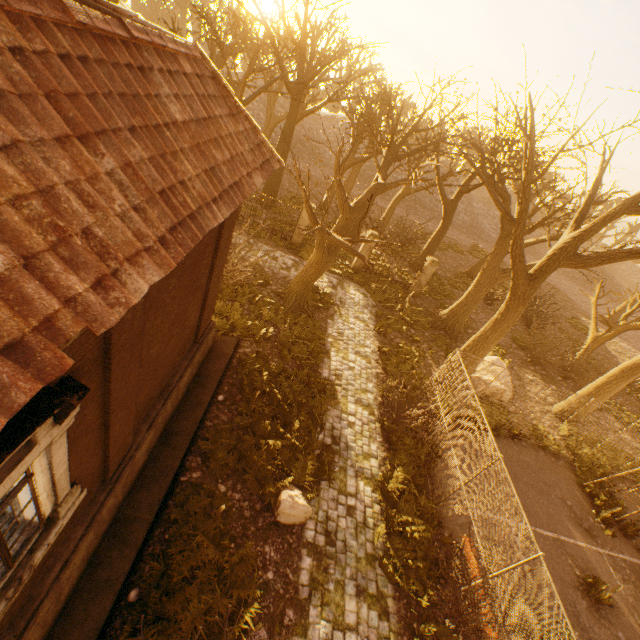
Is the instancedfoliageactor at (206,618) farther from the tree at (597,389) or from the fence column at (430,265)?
the fence column at (430,265)

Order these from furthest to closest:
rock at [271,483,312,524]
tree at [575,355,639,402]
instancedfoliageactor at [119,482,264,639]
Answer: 1. tree at [575,355,639,402]
2. rock at [271,483,312,524]
3. instancedfoliageactor at [119,482,264,639]

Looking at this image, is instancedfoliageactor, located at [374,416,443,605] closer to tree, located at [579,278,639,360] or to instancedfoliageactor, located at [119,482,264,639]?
instancedfoliageactor, located at [119,482,264,639]

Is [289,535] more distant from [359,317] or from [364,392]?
[359,317]

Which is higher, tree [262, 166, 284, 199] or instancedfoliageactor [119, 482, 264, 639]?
tree [262, 166, 284, 199]

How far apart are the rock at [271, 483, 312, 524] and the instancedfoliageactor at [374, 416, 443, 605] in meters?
1.9 m

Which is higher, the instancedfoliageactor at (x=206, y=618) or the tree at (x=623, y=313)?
the tree at (x=623, y=313)

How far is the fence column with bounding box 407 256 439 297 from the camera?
19.1m
